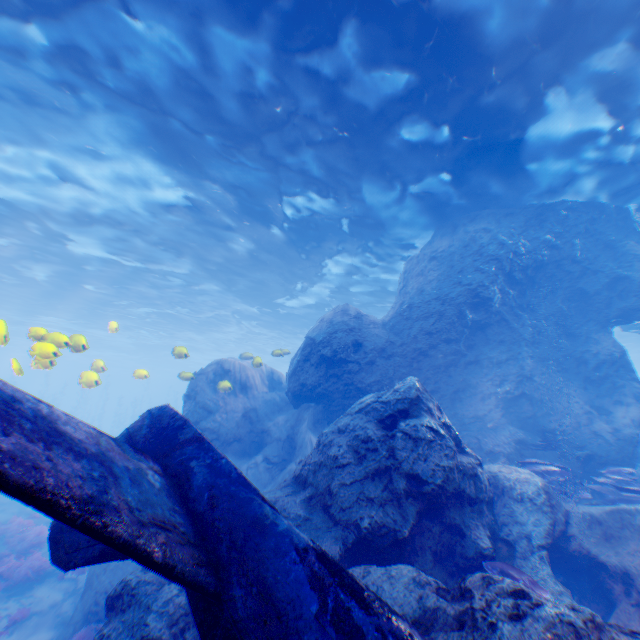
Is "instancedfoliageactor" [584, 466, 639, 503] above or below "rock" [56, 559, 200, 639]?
above

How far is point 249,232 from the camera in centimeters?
1573cm

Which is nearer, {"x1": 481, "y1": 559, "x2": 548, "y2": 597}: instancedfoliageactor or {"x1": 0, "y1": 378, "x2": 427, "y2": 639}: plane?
{"x1": 0, "y1": 378, "x2": 427, "y2": 639}: plane

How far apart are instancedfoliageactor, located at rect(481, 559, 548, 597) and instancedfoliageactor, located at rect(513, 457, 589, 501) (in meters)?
3.63

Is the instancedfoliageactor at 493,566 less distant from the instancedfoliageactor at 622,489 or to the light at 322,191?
the instancedfoliageactor at 622,489

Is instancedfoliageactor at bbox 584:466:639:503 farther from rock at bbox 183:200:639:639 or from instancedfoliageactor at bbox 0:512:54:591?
instancedfoliageactor at bbox 0:512:54:591

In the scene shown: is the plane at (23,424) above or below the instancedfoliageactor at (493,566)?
above

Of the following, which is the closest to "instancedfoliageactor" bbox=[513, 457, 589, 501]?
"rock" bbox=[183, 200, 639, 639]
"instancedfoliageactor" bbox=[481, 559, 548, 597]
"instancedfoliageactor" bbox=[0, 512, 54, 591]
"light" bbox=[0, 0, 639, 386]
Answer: "rock" bbox=[183, 200, 639, 639]
